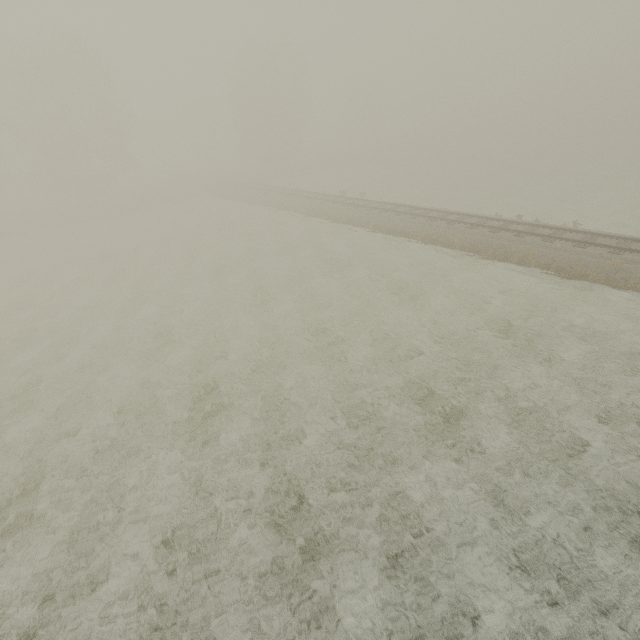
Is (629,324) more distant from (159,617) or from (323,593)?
(159,617)
